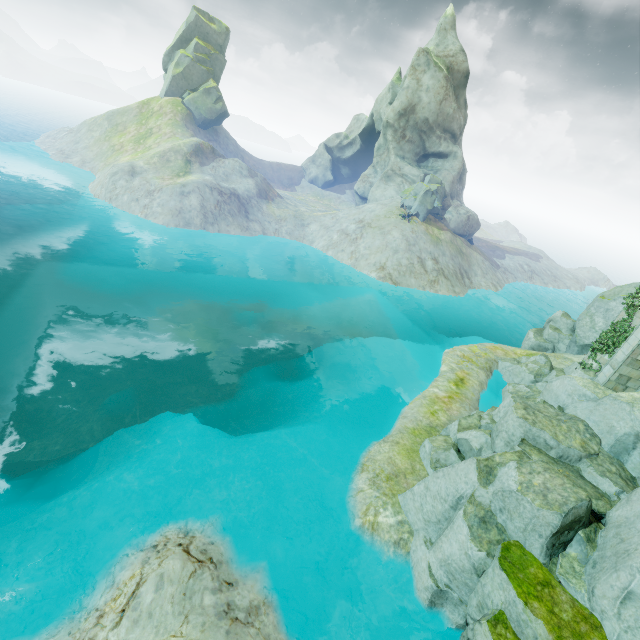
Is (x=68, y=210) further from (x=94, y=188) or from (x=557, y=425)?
(x=557, y=425)

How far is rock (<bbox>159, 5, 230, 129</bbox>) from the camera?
53.0 meters

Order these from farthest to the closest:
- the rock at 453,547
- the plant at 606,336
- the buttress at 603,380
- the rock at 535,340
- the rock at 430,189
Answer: the rock at 430,189
the rock at 535,340
the plant at 606,336
the buttress at 603,380
the rock at 453,547

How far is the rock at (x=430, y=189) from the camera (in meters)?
42.84

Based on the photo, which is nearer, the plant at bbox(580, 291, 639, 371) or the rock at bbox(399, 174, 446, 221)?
the plant at bbox(580, 291, 639, 371)

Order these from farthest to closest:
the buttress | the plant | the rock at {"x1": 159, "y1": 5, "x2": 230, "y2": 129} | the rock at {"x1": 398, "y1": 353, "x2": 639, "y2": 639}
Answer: the rock at {"x1": 159, "y1": 5, "x2": 230, "y2": 129}, the plant, the buttress, the rock at {"x1": 398, "y1": 353, "x2": 639, "y2": 639}

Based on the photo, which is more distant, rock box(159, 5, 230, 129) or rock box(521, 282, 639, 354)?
rock box(159, 5, 230, 129)

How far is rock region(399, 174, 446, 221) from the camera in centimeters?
4284cm
